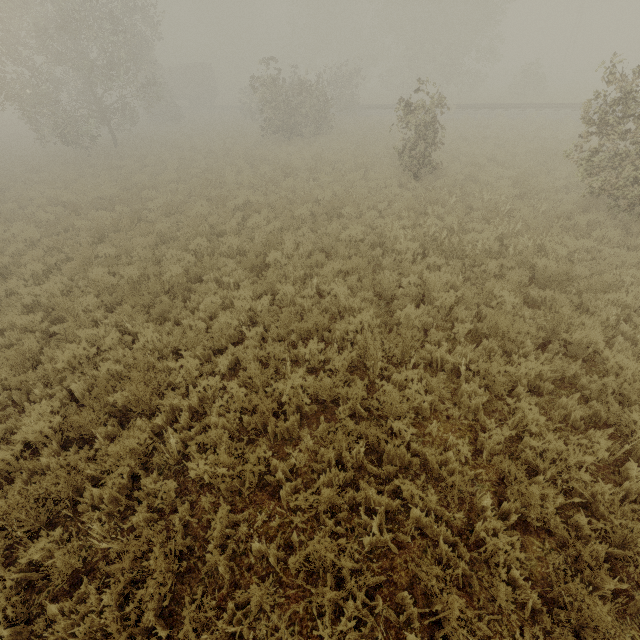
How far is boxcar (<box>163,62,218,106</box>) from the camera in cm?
4175

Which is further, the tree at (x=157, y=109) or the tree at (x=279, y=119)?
the tree at (x=157, y=109)

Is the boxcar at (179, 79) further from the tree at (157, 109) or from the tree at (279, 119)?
the tree at (157, 109)

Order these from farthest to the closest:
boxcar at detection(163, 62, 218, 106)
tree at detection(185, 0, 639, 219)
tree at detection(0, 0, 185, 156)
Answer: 1. boxcar at detection(163, 62, 218, 106)
2. tree at detection(0, 0, 185, 156)
3. tree at detection(185, 0, 639, 219)

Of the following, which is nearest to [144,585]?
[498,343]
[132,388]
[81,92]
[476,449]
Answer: [132,388]

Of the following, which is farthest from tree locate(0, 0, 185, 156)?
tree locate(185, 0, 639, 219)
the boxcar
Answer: the boxcar

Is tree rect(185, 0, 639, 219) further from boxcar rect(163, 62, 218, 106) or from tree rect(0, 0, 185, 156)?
boxcar rect(163, 62, 218, 106)
